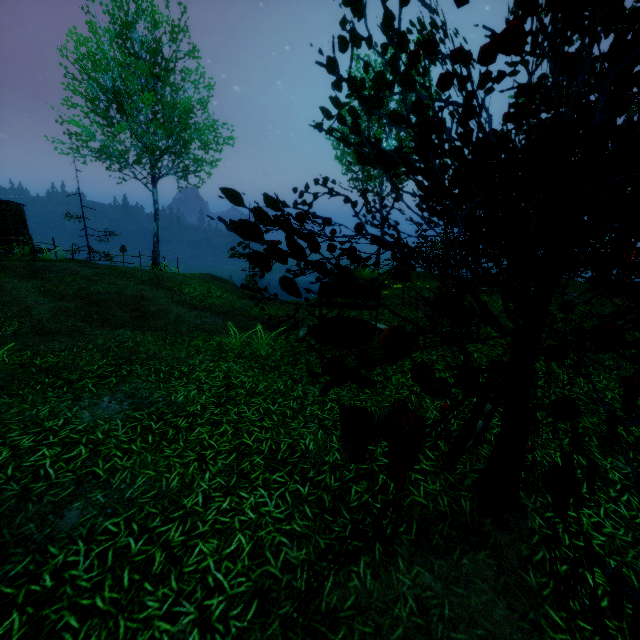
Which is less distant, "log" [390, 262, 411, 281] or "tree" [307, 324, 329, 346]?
"tree" [307, 324, 329, 346]

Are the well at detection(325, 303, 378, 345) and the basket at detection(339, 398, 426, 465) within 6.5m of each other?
yes

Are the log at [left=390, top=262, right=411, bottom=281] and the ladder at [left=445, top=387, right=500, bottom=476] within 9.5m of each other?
no

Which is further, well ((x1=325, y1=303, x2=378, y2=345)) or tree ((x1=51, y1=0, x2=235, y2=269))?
tree ((x1=51, y1=0, x2=235, y2=269))

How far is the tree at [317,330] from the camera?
1.1m

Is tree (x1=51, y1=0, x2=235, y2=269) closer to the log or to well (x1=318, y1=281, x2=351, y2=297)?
well (x1=318, y1=281, x2=351, y2=297)

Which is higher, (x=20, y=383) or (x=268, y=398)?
(x=20, y=383)

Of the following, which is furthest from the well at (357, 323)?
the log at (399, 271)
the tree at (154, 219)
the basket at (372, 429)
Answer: the log at (399, 271)
